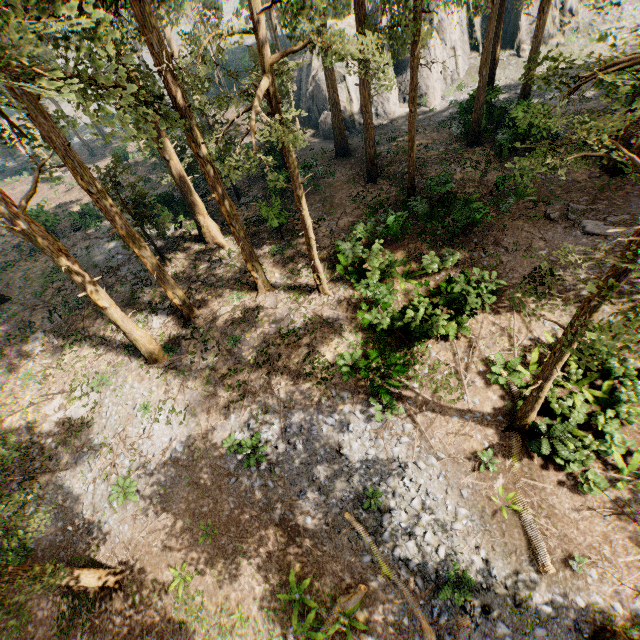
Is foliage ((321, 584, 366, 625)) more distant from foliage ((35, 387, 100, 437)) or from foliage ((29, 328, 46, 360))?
foliage ((29, 328, 46, 360))

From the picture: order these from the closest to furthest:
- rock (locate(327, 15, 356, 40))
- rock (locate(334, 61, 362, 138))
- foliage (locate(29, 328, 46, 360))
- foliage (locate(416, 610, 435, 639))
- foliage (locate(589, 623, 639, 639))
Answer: foliage (locate(589, 623, 639, 639)) → foliage (locate(416, 610, 435, 639)) → foliage (locate(29, 328, 46, 360)) → rock (locate(334, 61, 362, 138)) → rock (locate(327, 15, 356, 40))

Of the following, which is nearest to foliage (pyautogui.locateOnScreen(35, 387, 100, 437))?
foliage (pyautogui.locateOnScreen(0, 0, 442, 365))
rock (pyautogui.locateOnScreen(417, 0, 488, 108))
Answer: foliage (pyautogui.locateOnScreen(0, 0, 442, 365))

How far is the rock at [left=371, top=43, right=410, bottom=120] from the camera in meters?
33.1

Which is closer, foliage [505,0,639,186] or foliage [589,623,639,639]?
foliage [505,0,639,186]

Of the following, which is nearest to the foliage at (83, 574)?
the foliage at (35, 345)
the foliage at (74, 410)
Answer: the foliage at (74, 410)

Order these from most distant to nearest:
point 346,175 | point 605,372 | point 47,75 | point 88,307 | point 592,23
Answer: point 592,23
point 346,175
point 88,307
point 605,372
point 47,75

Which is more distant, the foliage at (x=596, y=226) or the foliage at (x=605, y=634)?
the foliage at (x=605, y=634)
